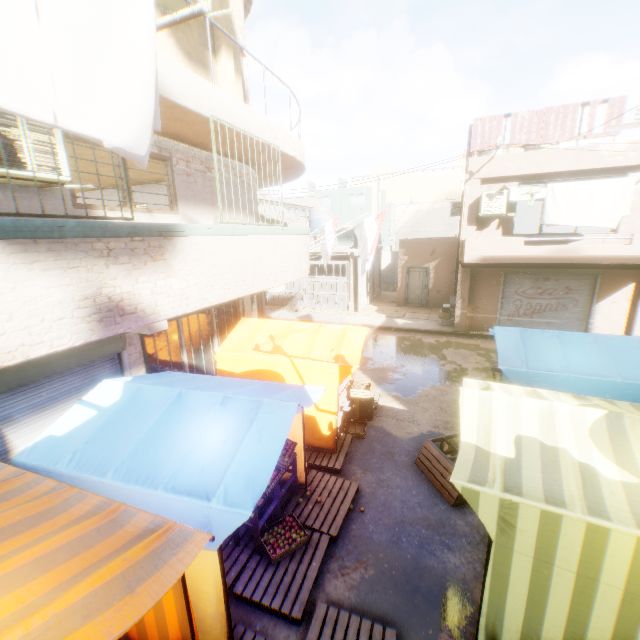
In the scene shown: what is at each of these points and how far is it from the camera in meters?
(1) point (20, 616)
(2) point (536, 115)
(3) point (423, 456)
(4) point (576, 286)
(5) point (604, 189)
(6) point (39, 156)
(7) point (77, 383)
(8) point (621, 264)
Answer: (1) tent, 1.9 m
(2) wooden shield, 11.4 m
(3) table, 6.6 m
(4) rolling overhead door, 13.1 m
(5) dryer, 10.4 m
(6) air conditioner, 3.7 m
(7) building, 5.1 m
(8) balcony, 10.4 m

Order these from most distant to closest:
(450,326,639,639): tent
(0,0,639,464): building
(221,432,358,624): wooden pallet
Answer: (221,432,358,624): wooden pallet
(0,0,639,464): building
(450,326,639,639): tent

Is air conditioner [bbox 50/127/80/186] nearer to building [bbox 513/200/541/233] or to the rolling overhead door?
building [bbox 513/200/541/233]

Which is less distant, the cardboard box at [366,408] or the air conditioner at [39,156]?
the air conditioner at [39,156]

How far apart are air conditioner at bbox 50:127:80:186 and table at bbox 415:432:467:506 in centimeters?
704cm

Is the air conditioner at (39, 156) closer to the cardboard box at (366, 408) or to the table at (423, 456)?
the cardboard box at (366, 408)

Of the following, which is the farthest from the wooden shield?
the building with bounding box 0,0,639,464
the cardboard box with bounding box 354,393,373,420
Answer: the cardboard box with bounding box 354,393,373,420

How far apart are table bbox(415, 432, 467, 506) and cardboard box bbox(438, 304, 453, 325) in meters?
9.3
